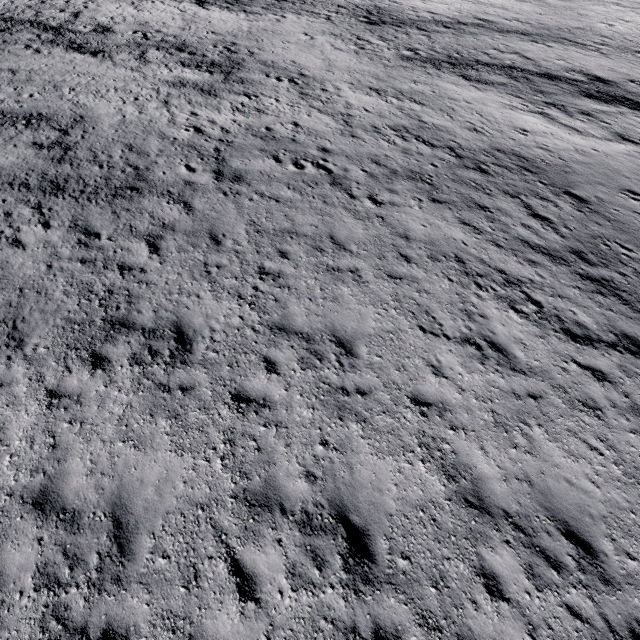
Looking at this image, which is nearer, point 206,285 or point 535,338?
point 535,338
